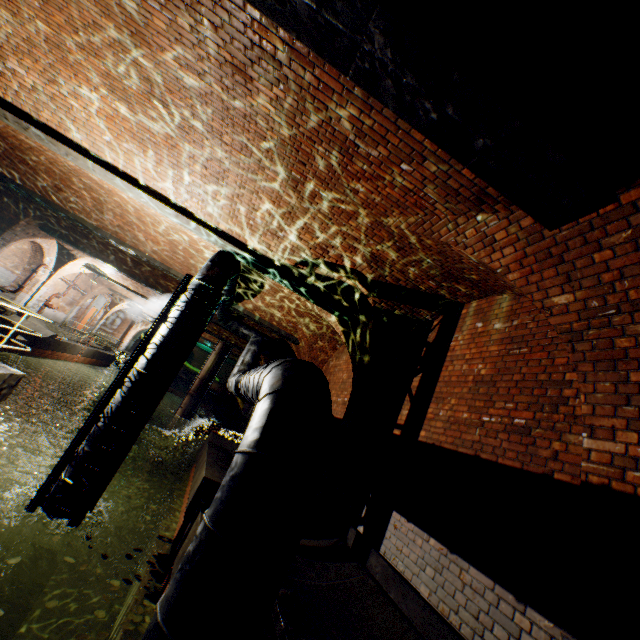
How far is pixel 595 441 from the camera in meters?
2.6

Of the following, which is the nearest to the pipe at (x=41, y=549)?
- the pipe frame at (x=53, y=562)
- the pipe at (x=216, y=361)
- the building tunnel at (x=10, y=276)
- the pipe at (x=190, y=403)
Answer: the pipe frame at (x=53, y=562)

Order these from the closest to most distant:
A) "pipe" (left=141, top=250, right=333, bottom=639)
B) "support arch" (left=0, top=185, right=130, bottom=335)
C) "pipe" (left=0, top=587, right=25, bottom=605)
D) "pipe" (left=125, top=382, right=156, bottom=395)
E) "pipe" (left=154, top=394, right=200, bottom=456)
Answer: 1. "pipe" (left=141, top=250, right=333, bottom=639)
2. "pipe" (left=0, top=587, right=25, bottom=605)
3. "pipe" (left=125, top=382, right=156, bottom=395)
4. "support arch" (left=0, top=185, right=130, bottom=335)
5. "pipe" (left=154, top=394, right=200, bottom=456)

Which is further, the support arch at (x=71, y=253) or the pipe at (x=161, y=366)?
the support arch at (x=71, y=253)

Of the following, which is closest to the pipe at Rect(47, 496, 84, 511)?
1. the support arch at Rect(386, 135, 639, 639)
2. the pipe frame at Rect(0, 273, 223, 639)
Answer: the pipe frame at Rect(0, 273, 223, 639)

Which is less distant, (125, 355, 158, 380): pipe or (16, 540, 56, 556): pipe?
(16, 540, 56, 556): pipe

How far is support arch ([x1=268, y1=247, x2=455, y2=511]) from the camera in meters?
5.9 m

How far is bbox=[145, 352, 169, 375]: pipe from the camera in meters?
5.9
